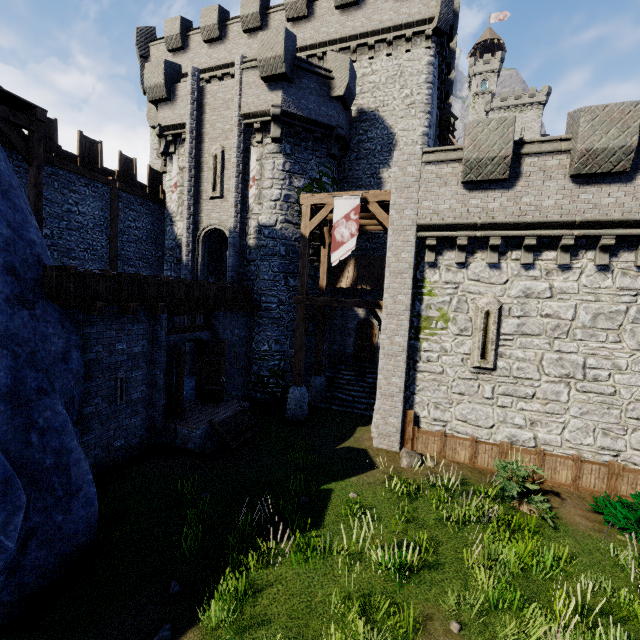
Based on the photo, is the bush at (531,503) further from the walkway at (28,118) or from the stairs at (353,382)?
the walkway at (28,118)

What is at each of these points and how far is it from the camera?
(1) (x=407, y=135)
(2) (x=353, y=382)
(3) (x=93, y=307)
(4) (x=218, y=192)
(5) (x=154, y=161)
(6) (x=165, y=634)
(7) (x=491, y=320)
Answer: (1) building tower, 17.4m
(2) stairs, 17.3m
(3) wooden beam, 8.4m
(4) window slit, 16.7m
(5) building tower, 23.4m
(6) instancedfoliageactor, 5.0m
(7) window slit, 10.9m

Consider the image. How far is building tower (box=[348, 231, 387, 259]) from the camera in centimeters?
1806cm

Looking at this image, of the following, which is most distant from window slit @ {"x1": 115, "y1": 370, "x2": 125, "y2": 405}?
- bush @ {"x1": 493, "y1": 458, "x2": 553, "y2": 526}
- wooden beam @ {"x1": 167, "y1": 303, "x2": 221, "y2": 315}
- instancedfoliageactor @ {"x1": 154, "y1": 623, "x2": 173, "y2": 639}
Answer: bush @ {"x1": 493, "y1": 458, "x2": 553, "y2": 526}

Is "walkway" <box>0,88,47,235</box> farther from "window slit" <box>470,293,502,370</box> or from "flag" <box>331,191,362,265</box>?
"window slit" <box>470,293,502,370</box>

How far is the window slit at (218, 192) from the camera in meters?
16.6

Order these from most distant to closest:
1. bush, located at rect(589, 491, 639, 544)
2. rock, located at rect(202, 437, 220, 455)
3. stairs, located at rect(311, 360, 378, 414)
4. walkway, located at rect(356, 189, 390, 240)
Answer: stairs, located at rect(311, 360, 378, 414) < walkway, located at rect(356, 189, 390, 240) < rock, located at rect(202, 437, 220, 455) < bush, located at rect(589, 491, 639, 544)

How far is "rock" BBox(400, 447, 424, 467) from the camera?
10.6m
